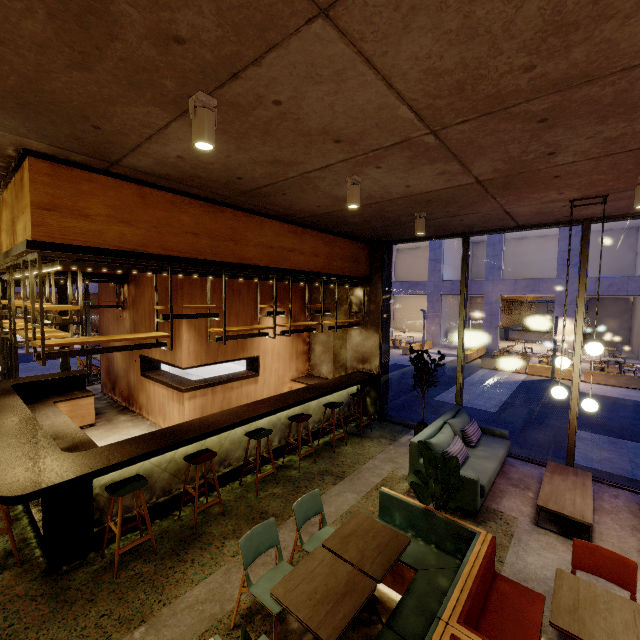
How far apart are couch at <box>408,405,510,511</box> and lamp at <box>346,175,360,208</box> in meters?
3.7

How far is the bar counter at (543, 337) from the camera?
24.8 meters

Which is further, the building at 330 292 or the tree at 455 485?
the building at 330 292

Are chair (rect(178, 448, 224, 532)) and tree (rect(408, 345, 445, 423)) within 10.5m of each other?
yes

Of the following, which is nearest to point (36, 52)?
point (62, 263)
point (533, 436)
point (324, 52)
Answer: point (324, 52)

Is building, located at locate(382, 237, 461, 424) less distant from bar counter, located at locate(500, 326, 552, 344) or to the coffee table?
bar counter, located at locate(500, 326, 552, 344)

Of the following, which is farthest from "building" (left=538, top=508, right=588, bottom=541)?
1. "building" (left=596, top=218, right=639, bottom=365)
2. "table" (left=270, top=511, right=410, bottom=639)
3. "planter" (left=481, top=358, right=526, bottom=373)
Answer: "building" (left=596, top=218, right=639, bottom=365)

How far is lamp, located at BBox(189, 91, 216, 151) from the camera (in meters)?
2.29
